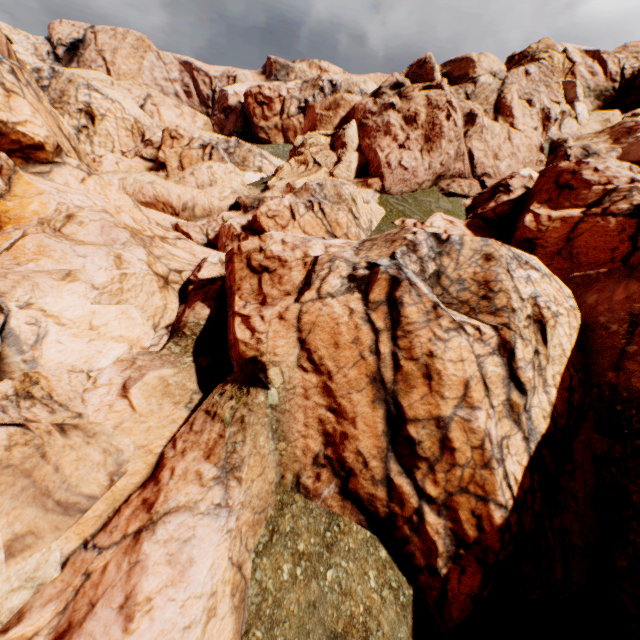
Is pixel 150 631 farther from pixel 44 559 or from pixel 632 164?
pixel 632 164
